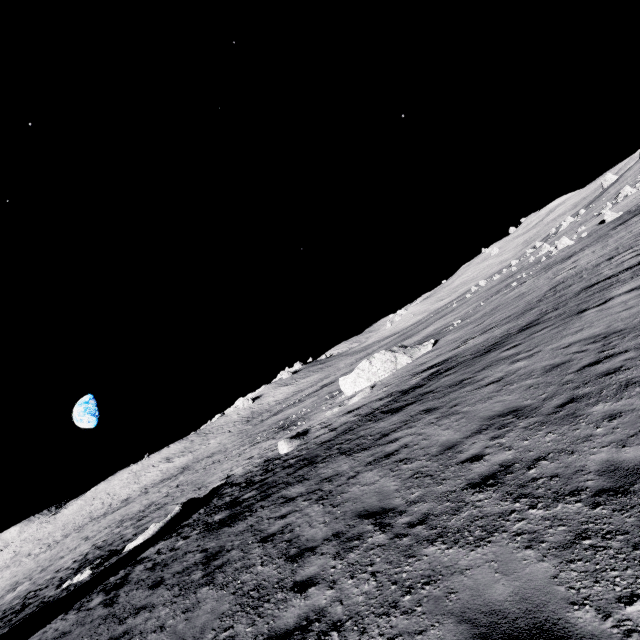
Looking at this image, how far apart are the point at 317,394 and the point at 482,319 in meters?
29.1 m

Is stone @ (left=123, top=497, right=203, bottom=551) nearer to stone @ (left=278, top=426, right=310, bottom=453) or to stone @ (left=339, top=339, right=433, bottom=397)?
stone @ (left=278, top=426, right=310, bottom=453)

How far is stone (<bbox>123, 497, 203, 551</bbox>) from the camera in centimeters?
1788cm

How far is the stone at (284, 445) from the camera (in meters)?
20.48

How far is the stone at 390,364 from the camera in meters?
28.3 m

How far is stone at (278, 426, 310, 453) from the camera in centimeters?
2048cm

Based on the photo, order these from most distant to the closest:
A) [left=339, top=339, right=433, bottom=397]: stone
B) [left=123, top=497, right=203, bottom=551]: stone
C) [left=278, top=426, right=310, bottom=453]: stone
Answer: [left=339, top=339, right=433, bottom=397]: stone → [left=278, top=426, right=310, bottom=453]: stone → [left=123, top=497, right=203, bottom=551]: stone

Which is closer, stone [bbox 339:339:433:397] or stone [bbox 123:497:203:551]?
stone [bbox 123:497:203:551]
